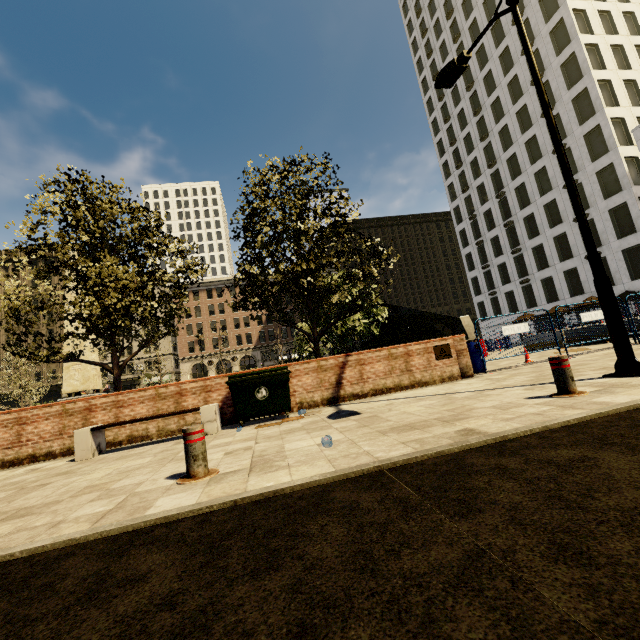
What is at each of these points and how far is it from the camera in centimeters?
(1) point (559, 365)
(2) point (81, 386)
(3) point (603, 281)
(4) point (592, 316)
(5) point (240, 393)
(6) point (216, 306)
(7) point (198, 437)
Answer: (1) metal bar, 449cm
(2) obelisk, 1952cm
(3) street light, 536cm
(4) fence, 1031cm
(5) dumpster, 710cm
(6) building, 5659cm
(7) metal bar, 358cm

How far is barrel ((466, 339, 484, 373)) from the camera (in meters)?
9.94

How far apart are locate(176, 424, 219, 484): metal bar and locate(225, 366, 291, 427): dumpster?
3.16m

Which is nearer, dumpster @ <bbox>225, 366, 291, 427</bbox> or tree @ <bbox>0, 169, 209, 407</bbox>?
dumpster @ <bbox>225, 366, 291, 427</bbox>

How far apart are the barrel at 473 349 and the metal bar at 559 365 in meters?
5.4

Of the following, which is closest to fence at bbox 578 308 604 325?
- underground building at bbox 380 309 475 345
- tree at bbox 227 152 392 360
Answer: underground building at bbox 380 309 475 345

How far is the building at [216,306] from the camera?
53.5m

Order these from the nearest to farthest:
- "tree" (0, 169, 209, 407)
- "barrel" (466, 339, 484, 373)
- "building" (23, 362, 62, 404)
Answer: "tree" (0, 169, 209, 407) → "barrel" (466, 339, 484, 373) → "building" (23, 362, 62, 404)
